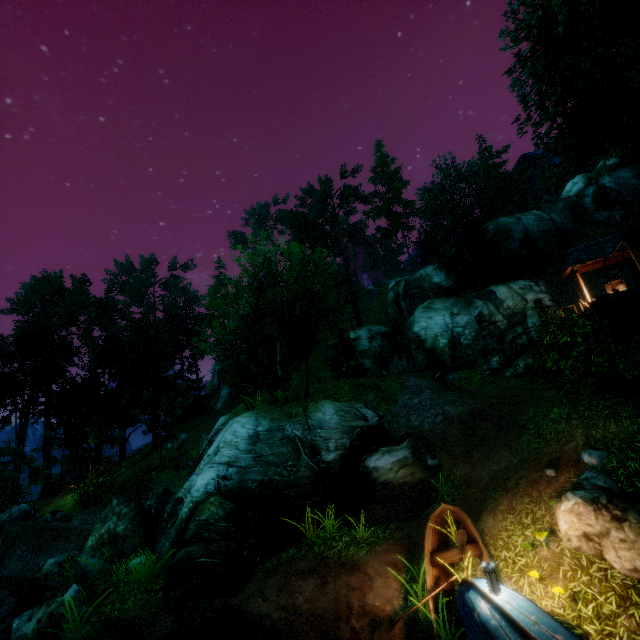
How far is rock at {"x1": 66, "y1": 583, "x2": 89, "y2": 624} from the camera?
9.0 meters

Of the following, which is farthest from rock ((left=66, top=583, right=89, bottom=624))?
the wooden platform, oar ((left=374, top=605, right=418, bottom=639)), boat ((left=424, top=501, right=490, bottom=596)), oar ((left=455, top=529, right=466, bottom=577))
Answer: the wooden platform

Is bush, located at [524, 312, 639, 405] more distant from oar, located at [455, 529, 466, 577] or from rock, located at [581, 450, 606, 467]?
oar, located at [455, 529, 466, 577]

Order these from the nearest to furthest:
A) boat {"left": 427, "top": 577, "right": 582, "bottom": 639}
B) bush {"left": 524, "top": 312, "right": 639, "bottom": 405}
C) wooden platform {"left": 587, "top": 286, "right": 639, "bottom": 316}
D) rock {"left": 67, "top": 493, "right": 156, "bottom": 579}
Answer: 1. boat {"left": 427, "top": 577, "right": 582, "bottom": 639}
2. bush {"left": 524, "top": 312, "right": 639, "bottom": 405}
3. rock {"left": 67, "top": 493, "right": 156, "bottom": 579}
4. wooden platform {"left": 587, "top": 286, "right": 639, "bottom": 316}

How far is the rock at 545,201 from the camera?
48.66m

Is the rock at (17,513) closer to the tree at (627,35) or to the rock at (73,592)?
the tree at (627,35)

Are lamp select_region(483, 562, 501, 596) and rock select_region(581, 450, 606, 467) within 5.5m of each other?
yes

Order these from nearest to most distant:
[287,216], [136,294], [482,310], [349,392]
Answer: [349,392] → [482,310] → [287,216] → [136,294]
